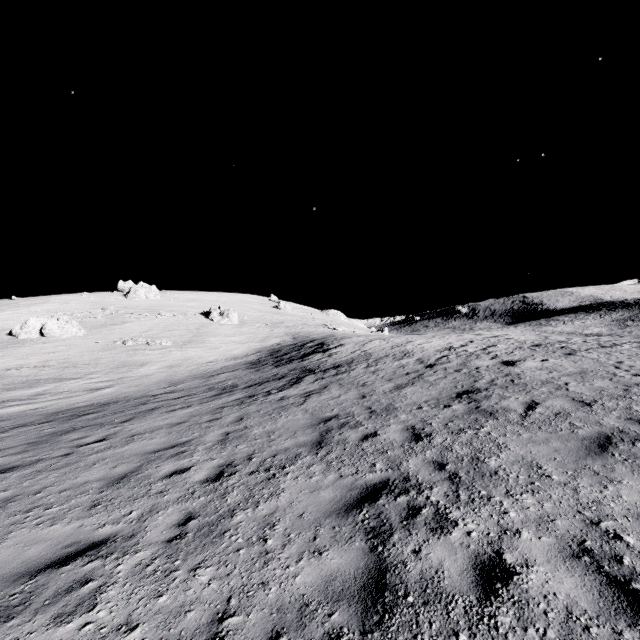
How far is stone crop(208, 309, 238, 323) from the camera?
58.0m

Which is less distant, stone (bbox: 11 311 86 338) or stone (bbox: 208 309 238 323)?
stone (bbox: 11 311 86 338)

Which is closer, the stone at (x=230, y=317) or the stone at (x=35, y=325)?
the stone at (x=35, y=325)

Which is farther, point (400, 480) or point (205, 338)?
point (205, 338)

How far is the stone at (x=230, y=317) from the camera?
58.0m

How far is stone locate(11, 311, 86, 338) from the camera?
39.44m
